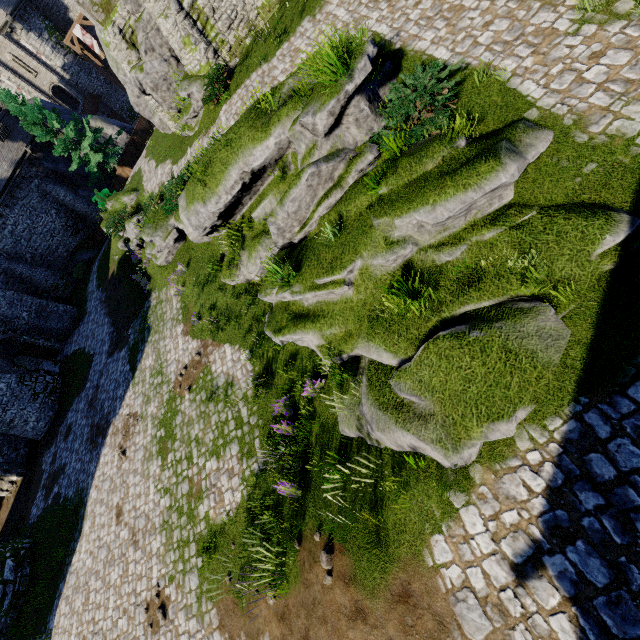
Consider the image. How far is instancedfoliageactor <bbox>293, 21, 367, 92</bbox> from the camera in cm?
694

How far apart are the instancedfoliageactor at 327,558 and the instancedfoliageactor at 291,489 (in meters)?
1.38

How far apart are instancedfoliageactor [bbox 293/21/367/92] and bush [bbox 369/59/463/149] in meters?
1.2 m

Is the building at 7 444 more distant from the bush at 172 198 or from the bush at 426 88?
the bush at 426 88

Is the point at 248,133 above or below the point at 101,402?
above

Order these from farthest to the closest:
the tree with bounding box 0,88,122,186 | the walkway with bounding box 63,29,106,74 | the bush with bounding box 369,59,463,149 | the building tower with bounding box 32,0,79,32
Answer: the building tower with bounding box 32,0,79,32
the walkway with bounding box 63,29,106,74
the tree with bounding box 0,88,122,186
the bush with bounding box 369,59,463,149

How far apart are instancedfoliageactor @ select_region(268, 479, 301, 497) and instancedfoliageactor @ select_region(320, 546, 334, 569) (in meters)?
1.38

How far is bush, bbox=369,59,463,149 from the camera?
6.7m
